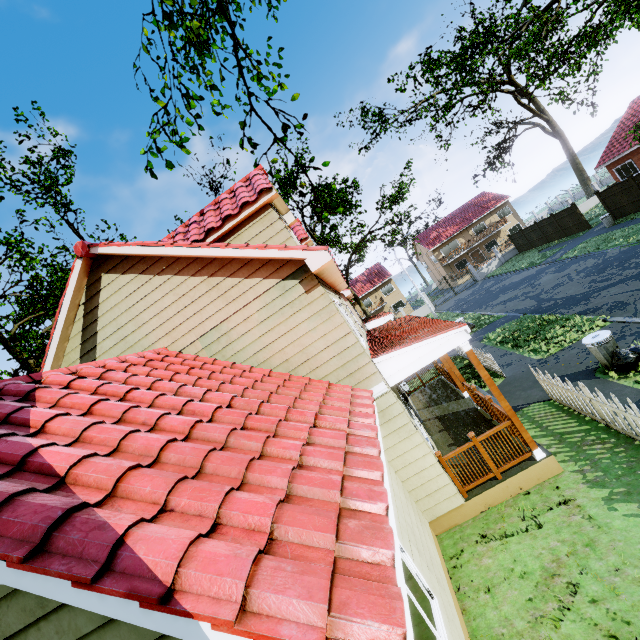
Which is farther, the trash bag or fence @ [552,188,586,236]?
fence @ [552,188,586,236]

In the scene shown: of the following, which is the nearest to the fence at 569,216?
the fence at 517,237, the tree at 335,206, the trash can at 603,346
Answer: the fence at 517,237

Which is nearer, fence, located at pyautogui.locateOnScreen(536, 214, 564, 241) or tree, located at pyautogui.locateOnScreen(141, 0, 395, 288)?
tree, located at pyautogui.locateOnScreen(141, 0, 395, 288)

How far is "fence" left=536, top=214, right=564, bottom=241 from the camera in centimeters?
2980cm

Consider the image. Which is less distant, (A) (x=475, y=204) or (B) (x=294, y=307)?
(B) (x=294, y=307)

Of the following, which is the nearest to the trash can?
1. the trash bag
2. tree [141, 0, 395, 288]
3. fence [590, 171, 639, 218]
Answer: the trash bag

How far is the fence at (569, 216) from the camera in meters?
26.9 m

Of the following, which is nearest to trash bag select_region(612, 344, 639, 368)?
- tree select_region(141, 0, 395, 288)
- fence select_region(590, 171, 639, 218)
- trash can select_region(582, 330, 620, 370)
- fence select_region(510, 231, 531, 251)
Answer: trash can select_region(582, 330, 620, 370)
